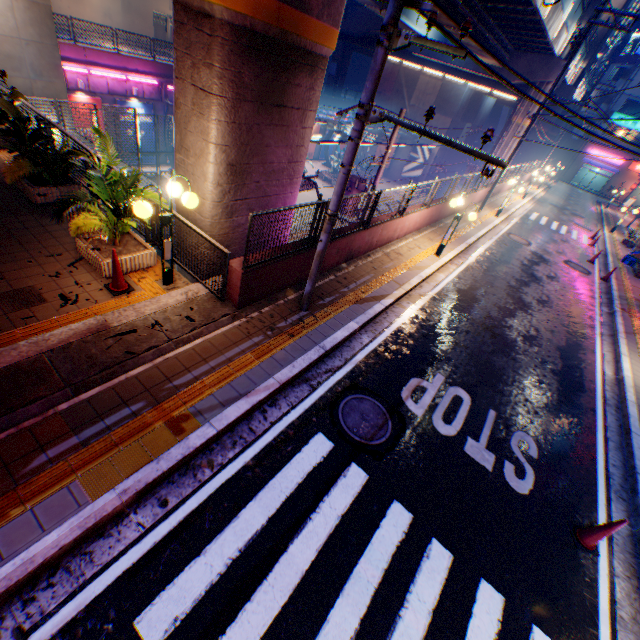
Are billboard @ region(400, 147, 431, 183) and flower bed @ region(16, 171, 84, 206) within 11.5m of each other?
no

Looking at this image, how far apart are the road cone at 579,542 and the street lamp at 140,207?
8.5m

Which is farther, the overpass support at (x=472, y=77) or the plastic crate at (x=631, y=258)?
the overpass support at (x=472, y=77)

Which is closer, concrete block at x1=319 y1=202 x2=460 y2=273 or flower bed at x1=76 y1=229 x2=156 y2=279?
flower bed at x1=76 y1=229 x2=156 y2=279

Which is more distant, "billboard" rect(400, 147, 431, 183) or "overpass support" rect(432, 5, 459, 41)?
"billboard" rect(400, 147, 431, 183)

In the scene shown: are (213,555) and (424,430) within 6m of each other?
yes

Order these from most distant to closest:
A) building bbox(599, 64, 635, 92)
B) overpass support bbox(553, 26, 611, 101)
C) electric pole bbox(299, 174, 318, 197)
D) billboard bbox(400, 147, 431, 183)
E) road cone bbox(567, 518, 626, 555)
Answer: building bbox(599, 64, 635, 92) → billboard bbox(400, 147, 431, 183) → overpass support bbox(553, 26, 611, 101) → electric pole bbox(299, 174, 318, 197) → road cone bbox(567, 518, 626, 555)

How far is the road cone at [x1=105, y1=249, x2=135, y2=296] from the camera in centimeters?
580cm
